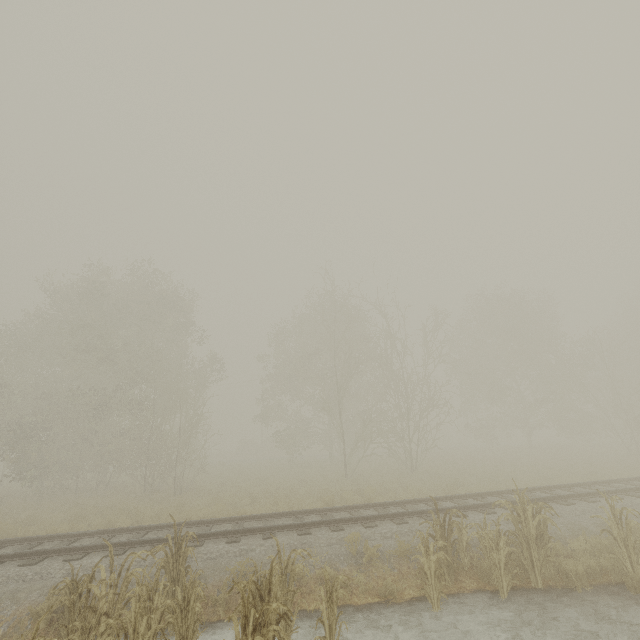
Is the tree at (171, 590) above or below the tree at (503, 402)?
below

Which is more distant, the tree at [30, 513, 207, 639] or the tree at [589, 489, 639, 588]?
the tree at [589, 489, 639, 588]

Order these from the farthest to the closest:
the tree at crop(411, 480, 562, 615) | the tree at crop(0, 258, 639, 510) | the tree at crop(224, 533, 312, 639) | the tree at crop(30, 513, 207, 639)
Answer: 1. the tree at crop(0, 258, 639, 510)
2. the tree at crop(411, 480, 562, 615)
3. the tree at crop(30, 513, 207, 639)
4. the tree at crop(224, 533, 312, 639)

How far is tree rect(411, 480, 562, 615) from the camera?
6.6m

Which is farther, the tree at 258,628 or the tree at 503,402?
the tree at 503,402

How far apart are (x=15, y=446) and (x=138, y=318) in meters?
9.6 m

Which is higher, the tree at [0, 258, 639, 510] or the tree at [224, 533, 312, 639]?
the tree at [0, 258, 639, 510]
